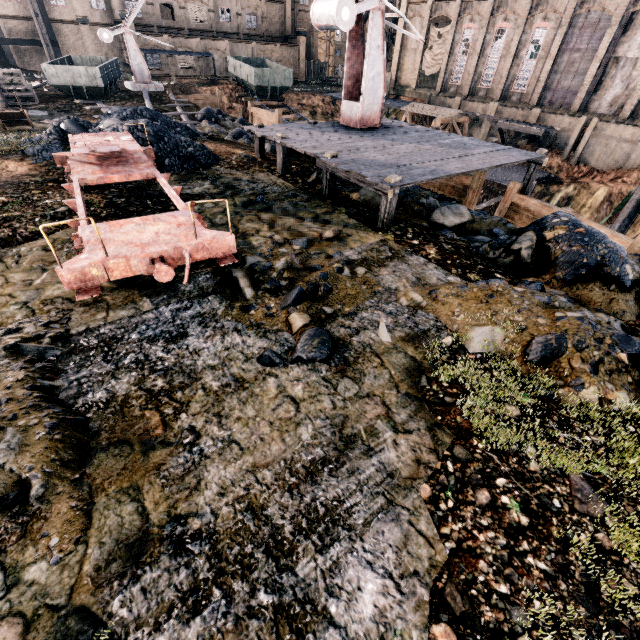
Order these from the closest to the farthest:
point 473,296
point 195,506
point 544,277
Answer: point 195,506 → point 473,296 → point 544,277

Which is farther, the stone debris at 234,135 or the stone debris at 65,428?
the stone debris at 234,135

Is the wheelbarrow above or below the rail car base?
below

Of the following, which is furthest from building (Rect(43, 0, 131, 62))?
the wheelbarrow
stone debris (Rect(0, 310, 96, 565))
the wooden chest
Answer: stone debris (Rect(0, 310, 96, 565))

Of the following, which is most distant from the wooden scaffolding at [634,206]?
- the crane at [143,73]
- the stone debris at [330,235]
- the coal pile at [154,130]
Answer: the crane at [143,73]

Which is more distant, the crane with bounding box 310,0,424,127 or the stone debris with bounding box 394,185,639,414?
the crane with bounding box 310,0,424,127

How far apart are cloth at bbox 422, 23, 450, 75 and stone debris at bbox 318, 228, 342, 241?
49.8 meters

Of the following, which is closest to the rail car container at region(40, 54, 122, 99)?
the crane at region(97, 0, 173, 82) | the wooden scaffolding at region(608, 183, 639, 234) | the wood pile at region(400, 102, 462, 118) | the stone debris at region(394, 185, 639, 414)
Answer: the crane at region(97, 0, 173, 82)
